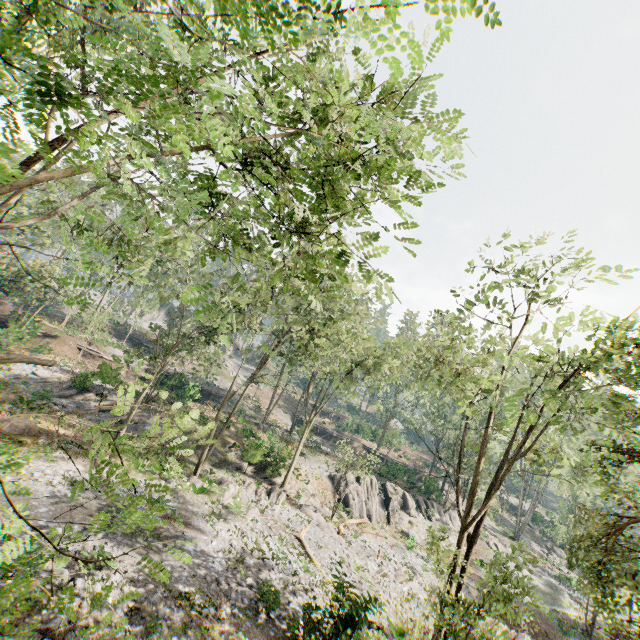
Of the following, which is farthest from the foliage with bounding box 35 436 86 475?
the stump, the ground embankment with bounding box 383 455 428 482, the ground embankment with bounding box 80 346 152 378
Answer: the stump

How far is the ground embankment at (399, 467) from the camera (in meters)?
40.88

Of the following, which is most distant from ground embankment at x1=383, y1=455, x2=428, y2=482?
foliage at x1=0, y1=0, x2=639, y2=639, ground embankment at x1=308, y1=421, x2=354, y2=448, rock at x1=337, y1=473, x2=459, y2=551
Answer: rock at x1=337, y1=473, x2=459, y2=551

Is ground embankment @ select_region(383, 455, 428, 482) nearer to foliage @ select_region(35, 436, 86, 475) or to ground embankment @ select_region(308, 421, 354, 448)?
foliage @ select_region(35, 436, 86, 475)

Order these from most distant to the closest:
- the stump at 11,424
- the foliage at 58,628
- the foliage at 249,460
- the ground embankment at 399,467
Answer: the ground embankment at 399,467, the foliage at 249,460, the stump at 11,424, the foliage at 58,628

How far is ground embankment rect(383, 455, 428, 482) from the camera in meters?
40.9 m

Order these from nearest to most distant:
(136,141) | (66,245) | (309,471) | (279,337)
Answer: (136,141)
(279,337)
(309,471)
(66,245)

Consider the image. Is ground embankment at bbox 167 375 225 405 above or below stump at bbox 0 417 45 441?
above
